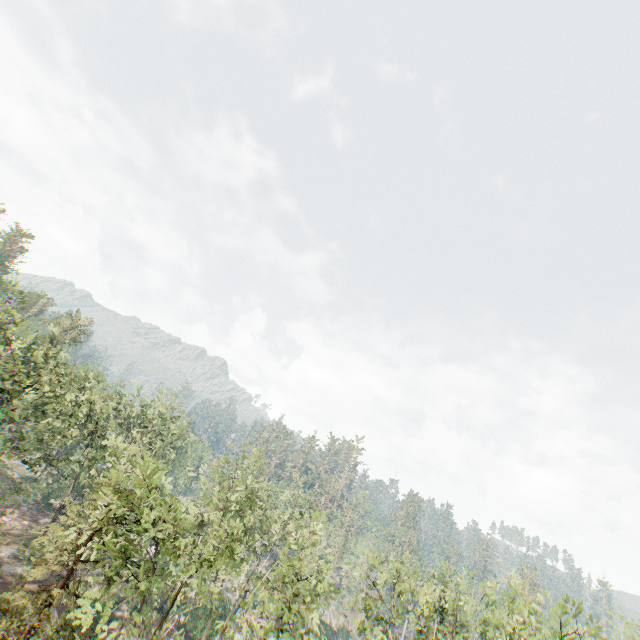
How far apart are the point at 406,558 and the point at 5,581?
36.5 meters
